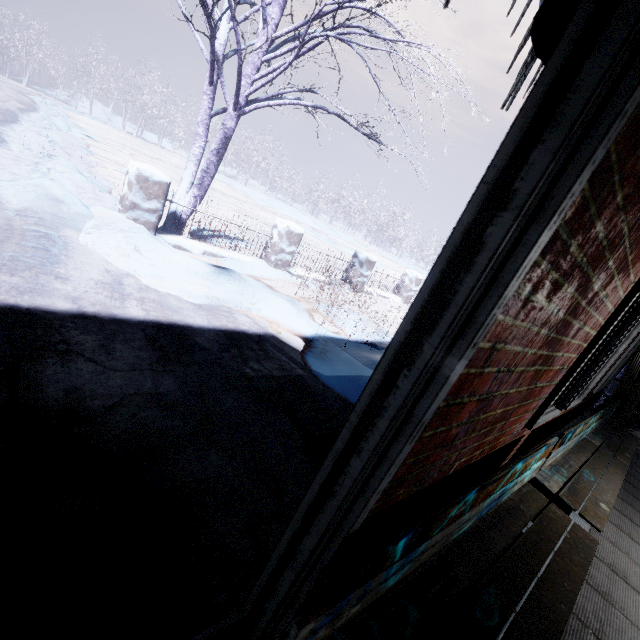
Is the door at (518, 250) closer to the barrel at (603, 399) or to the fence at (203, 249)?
the fence at (203, 249)

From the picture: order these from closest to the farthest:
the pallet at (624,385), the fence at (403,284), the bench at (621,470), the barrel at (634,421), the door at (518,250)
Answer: the door at (518,250), the bench at (621,470), the pallet at (624,385), the barrel at (634,421), the fence at (403,284)

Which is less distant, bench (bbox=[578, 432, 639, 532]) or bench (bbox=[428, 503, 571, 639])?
bench (bbox=[428, 503, 571, 639])

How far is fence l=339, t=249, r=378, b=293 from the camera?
7.40m

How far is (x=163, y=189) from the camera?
4.14m

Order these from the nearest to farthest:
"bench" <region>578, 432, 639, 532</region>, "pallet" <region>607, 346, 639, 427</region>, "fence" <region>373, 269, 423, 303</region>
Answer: "bench" <region>578, 432, 639, 532</region> → "pallet" <region>607, 346, 639, 427</region> → "fence" <region>373, 269, 423, 303</region>

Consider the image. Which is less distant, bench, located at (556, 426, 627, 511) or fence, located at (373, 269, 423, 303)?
bench, located at (556, 426, 627, 511)

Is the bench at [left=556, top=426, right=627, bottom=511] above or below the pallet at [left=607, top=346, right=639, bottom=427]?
below
